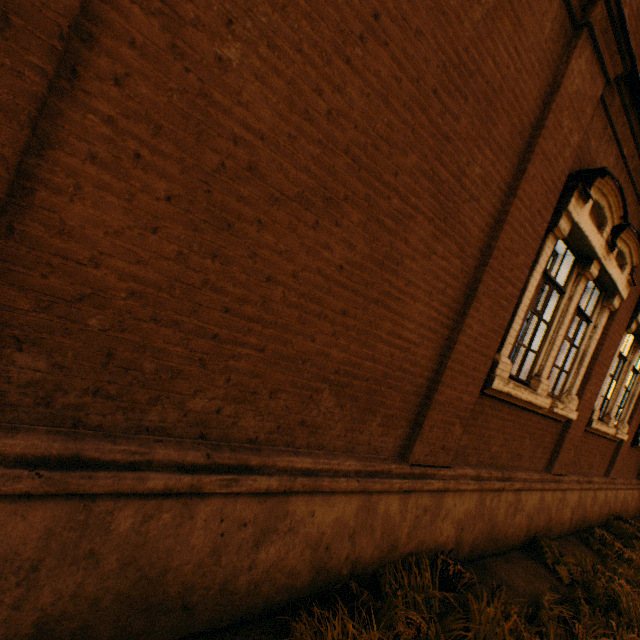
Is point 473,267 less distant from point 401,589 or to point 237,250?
point 237,250
